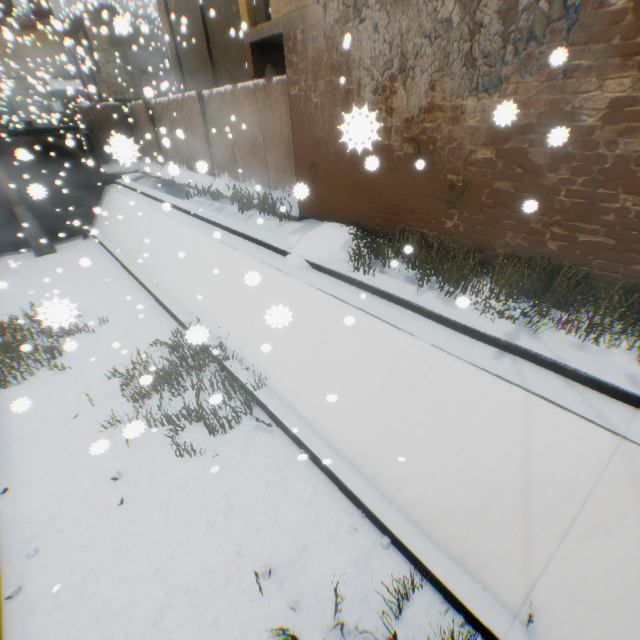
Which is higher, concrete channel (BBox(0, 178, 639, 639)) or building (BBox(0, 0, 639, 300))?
building (BBox(0, 0, 639, 300))

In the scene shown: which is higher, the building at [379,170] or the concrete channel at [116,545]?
the building at [379,170]

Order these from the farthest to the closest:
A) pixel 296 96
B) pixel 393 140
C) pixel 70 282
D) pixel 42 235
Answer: pixel 42 235 < pixel 70 282 < pixel 296 96 < pixel 393 140
